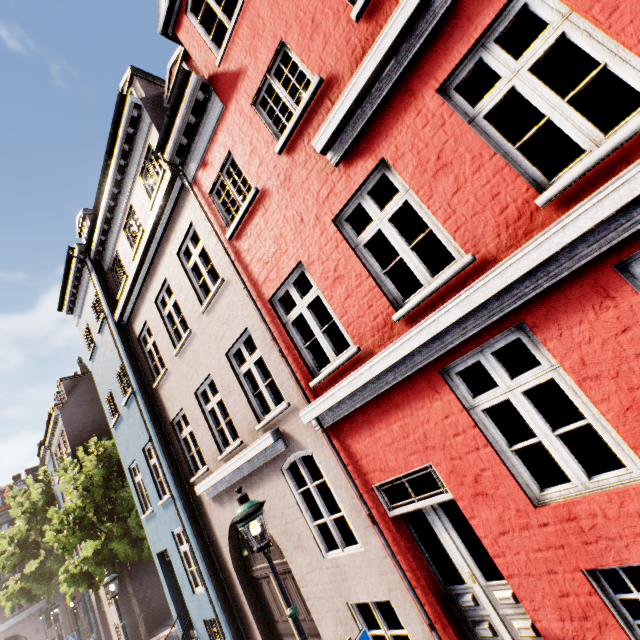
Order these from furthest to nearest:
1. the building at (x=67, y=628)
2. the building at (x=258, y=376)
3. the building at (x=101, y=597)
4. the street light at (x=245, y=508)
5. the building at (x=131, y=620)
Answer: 1. the building at (x=67, y=628)
2. the building at (x=101, y=597)
3. the building at (x=131, y=620)
4. the street light at (x=245, y=508)
5. the building at (x=258, y=376)

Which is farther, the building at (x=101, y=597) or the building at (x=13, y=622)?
the building at (x=13, y=622)

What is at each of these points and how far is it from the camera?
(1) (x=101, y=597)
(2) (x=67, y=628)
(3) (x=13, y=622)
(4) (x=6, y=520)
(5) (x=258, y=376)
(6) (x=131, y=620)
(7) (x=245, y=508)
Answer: (1) building, 19.7 meters
(2) building, 29.5 meters
(3) building, 27.9 meters
(4) building, 31.1 meters
(5) building, 6.6 meters
(6) building, 16.7 meters
(7) street light, 4.5 meters

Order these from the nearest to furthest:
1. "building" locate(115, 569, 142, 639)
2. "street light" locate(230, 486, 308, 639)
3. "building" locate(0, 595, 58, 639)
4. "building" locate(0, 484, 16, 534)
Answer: "street light" locate(230, 486, 308, 639) < "building" locate(115, 569, 142, 639) < "building" locate(0, 595, 58, 639) < "building" locate(0, 484, 16, 534)

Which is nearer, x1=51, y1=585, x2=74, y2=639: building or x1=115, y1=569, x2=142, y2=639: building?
x1=115, y1=569, x2=142, y2=639: building

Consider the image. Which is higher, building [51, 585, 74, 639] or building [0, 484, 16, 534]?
building [0, 484, 16, 534]

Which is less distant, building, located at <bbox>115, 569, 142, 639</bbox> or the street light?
the street light
